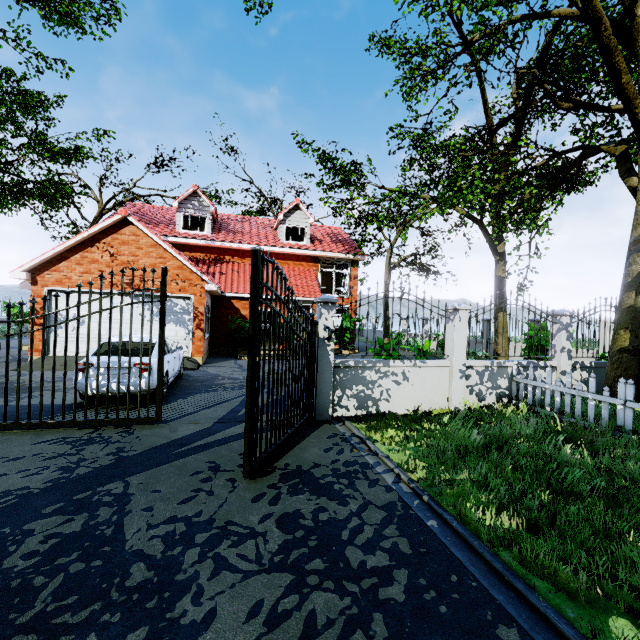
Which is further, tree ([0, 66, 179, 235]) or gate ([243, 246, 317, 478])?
tree ([0, 66, 179, 235])

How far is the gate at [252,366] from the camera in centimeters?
401cm

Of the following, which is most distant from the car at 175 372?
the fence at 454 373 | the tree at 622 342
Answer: the tree at 622 342

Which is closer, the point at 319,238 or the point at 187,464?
the point at 187,464

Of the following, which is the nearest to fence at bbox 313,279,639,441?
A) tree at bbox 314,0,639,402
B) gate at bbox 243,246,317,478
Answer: gate at bbox 243,246,317,478

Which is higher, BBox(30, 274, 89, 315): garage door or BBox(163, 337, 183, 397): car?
BBox(30, 274, 89, 315): garage door

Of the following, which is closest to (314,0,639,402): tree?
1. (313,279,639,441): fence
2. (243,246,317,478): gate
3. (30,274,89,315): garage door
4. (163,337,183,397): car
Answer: (313,279,639,441): fence

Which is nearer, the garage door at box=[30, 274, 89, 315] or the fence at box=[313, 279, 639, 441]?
the fence at box=[313, 279, 639, 441]
